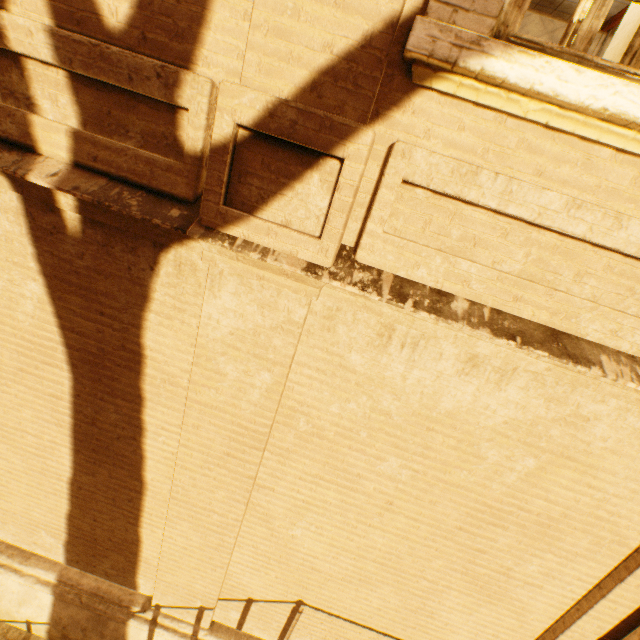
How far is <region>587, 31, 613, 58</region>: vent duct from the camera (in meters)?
5.79

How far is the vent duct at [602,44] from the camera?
5.8 meters

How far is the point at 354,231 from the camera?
2.1m
